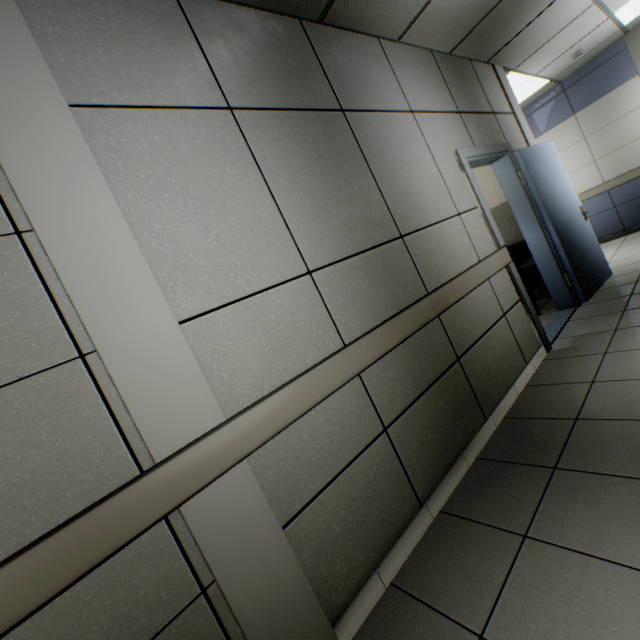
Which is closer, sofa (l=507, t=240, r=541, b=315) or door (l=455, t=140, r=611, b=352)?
door (l=455, t=140, r=611, b=352)

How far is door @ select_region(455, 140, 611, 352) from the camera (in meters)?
3.20

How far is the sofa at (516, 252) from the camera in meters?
4.2 m

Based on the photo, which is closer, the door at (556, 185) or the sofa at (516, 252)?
the door at (556, 185)

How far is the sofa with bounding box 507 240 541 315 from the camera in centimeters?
423cm

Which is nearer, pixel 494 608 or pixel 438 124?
pixel 494 608
